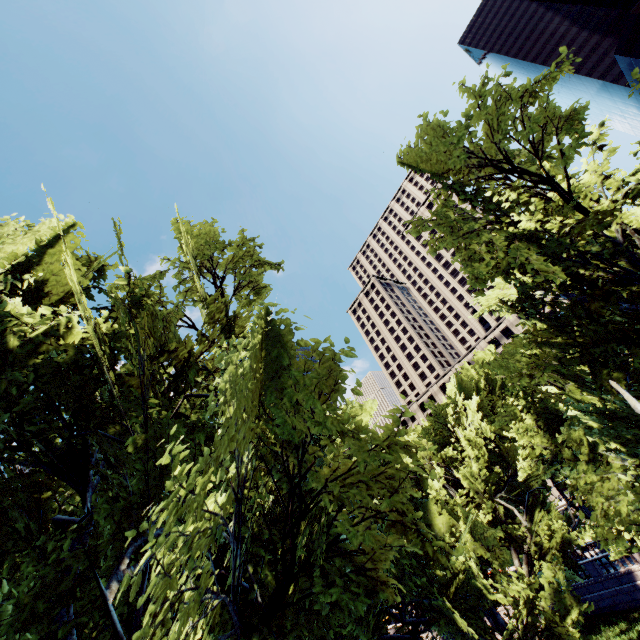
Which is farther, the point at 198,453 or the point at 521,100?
the point at 521,100
